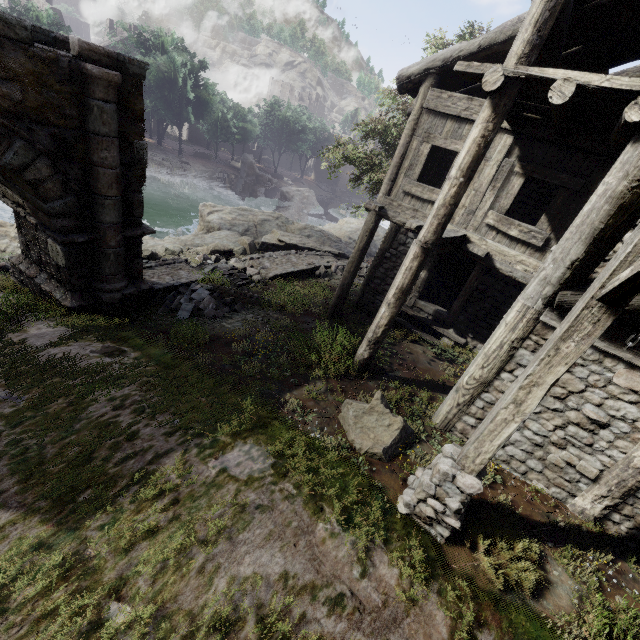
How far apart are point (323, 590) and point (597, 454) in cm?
492

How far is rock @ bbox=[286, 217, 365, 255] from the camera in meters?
23.2 m

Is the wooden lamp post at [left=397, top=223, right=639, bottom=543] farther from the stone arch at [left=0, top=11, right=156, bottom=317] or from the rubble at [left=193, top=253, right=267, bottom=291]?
the rubble at [left=193, top=253, right=267, bottom=291]

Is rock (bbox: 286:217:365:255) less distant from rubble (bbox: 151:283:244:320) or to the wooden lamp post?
rubble (bbox: 151:283:244:320)

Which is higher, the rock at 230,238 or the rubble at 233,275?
the rubble at 233,275

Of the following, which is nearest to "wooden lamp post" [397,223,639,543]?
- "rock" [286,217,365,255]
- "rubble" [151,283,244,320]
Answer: "rubble" [151,283,244,320]

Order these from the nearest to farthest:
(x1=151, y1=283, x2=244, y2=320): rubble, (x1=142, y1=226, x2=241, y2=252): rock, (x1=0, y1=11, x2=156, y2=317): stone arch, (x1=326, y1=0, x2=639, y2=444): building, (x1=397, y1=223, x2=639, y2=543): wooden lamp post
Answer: (x1=397, y1=223, x2=639, y2=543): wooden lamp post, (x1=326, y1=0, x2=639, y2=444): building, (x1=0, y1=11, x2=156, y2=317): stone arch, (x1=151, y1=283, x2=244, y2=320): rubble, (x1=142, y1=226, x2=241, y2=252): rock

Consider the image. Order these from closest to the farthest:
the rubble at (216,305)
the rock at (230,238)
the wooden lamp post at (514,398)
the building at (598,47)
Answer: the wooden lamp post at (514,398) → the building at (598,47) → the rubble at (216,305) → the rock at (230,238)
